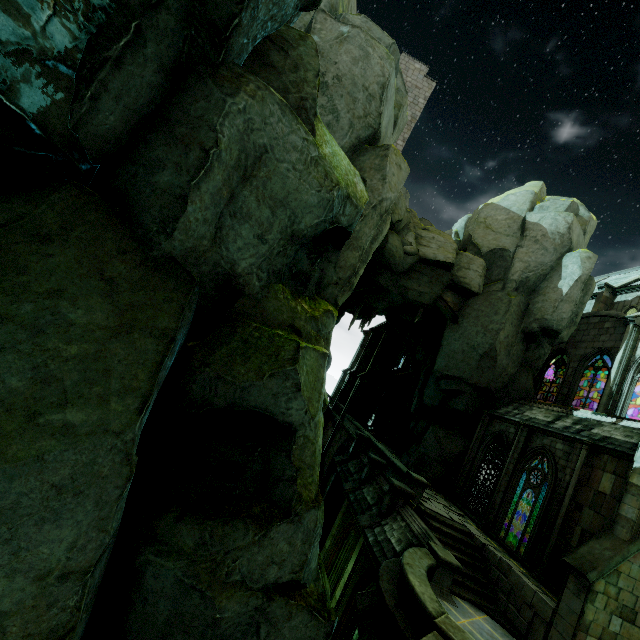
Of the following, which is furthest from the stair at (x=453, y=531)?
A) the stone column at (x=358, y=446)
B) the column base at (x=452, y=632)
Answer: the stone column at (x=358, y=446)

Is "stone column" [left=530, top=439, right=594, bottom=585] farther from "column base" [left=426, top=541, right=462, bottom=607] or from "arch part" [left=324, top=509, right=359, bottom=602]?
"arch part" [left=324, top=509, right=359, bottom=602]

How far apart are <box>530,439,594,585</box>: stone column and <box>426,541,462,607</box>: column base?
3.59m

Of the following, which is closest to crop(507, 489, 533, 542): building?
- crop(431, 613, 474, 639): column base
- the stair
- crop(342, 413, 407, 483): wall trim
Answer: the stair

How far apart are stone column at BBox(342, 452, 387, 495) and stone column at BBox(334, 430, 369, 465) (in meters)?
3.26

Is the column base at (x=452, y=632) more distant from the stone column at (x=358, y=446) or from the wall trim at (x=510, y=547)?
the stone column at (x=358, y=446)

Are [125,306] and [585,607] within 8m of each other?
no

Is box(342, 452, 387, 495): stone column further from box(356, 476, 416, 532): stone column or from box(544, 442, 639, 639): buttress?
box(544, 442, 639, 639): buttress
